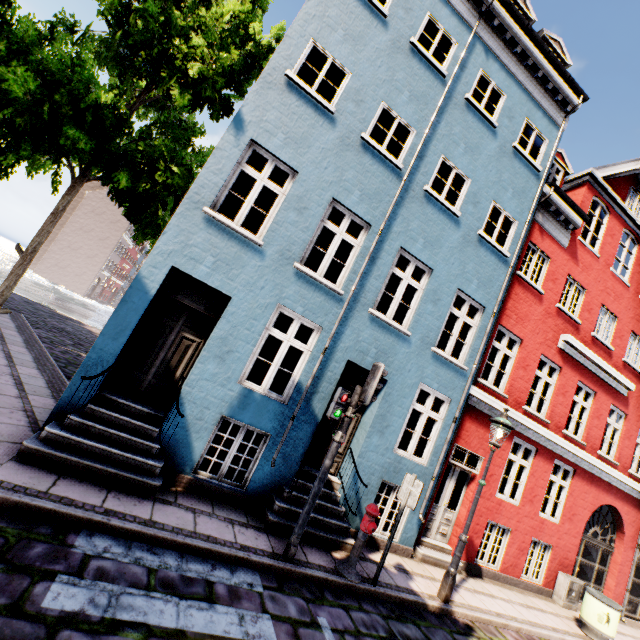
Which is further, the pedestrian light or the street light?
the street light

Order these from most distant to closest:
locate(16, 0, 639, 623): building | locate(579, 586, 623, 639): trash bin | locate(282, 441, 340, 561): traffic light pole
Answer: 1. locate(579, 586, 623, 639): trash bin
2. locate(16, 0, 639, 623): building
3. locate(282, 441, 340, 561): traffic light pole

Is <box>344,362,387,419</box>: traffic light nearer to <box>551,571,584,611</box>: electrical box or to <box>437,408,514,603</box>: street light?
<box>437,408,514,603</box>: street light

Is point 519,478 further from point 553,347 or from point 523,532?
point 553,347

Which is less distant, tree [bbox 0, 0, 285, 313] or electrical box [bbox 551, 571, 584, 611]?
tree [bbox 0, 0, 285, 313]

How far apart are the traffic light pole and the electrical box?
9.7 meters

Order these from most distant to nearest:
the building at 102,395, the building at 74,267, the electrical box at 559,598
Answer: the building at 74,267, the electrical box at 559,598, the building at 102,395

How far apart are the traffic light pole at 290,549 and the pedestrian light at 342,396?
0.1 meters
